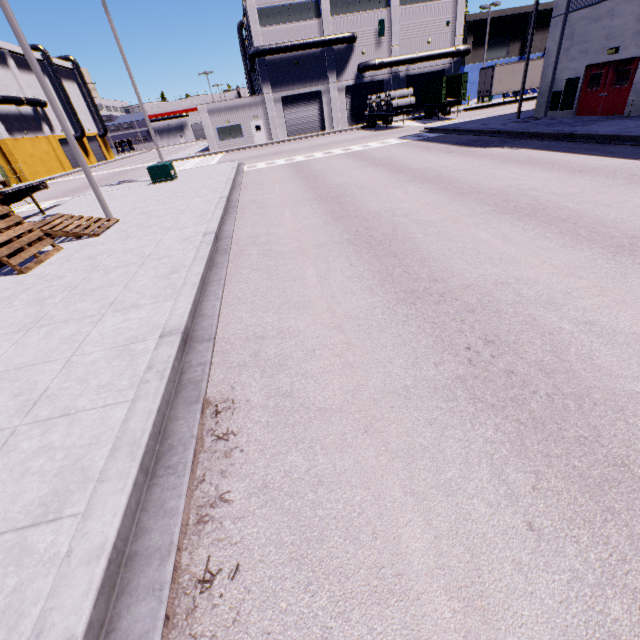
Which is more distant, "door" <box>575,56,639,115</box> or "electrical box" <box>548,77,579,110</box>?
"electrical box" <box>548,77,579,110</box>

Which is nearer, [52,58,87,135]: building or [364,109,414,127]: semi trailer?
[364,109,414,127]: semi trailer

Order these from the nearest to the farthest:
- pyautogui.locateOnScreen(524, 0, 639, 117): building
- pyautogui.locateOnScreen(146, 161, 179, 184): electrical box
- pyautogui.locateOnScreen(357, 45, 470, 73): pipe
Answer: pyautogui.locateOnScreen(524, 0, 639, 117): building → pyautogui.locateOnScreen(146, 161, 179, 184): electrical box → pyautogui.locateOnScreen(357, 45, 470, 73): pipe

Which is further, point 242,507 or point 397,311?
point 397,311

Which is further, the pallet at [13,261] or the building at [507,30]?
the building at [507,30]

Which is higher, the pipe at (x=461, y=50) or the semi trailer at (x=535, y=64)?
the pipe at (x=461, y=50)

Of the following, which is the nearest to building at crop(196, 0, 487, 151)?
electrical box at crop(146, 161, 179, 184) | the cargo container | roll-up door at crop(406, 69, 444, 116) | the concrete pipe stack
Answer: roll-up door at crop(406, 69, 444, 116)

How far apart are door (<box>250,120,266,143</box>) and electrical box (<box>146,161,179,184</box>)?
23.36m
